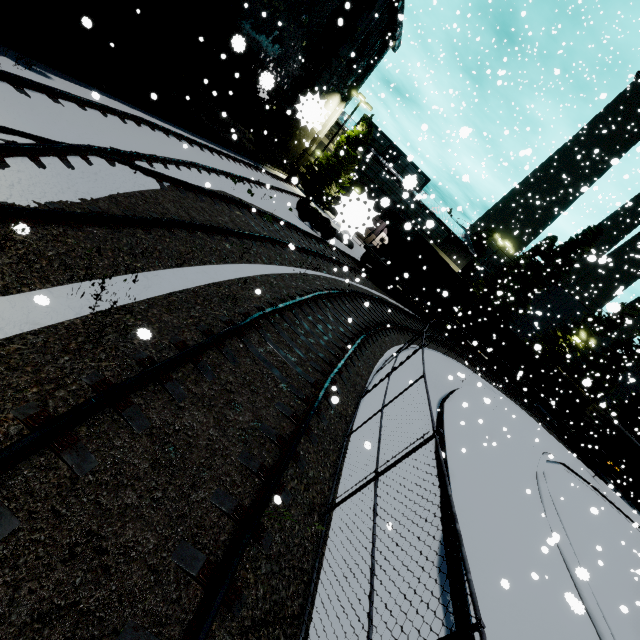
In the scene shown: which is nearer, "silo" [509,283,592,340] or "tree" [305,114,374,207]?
"tree" [305,114,374,207]

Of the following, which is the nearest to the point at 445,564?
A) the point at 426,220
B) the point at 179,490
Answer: the point at 179,490

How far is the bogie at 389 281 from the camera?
21.9m

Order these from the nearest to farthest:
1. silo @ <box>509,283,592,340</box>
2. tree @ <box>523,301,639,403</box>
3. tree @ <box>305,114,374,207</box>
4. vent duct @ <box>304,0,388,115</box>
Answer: vent duct @ <box>304,0,388,115</box>, tree @ <box>305,114,374,207</box>, tree @ <box>523,301,639,403</box>, silo @ <box>509,283,592,340</box>

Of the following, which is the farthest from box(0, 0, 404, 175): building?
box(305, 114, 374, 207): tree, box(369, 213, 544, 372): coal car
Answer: box(369, 213, 544, 372): coal car

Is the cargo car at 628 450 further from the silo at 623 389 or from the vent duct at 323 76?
the vent duct at 323 76

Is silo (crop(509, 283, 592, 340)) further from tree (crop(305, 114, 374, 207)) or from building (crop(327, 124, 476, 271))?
building (crop(327, 124, 476, 271))

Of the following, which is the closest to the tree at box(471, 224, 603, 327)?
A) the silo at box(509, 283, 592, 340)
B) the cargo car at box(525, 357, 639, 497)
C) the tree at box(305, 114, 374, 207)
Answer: the silo at box(509, 283, 592, 340)
